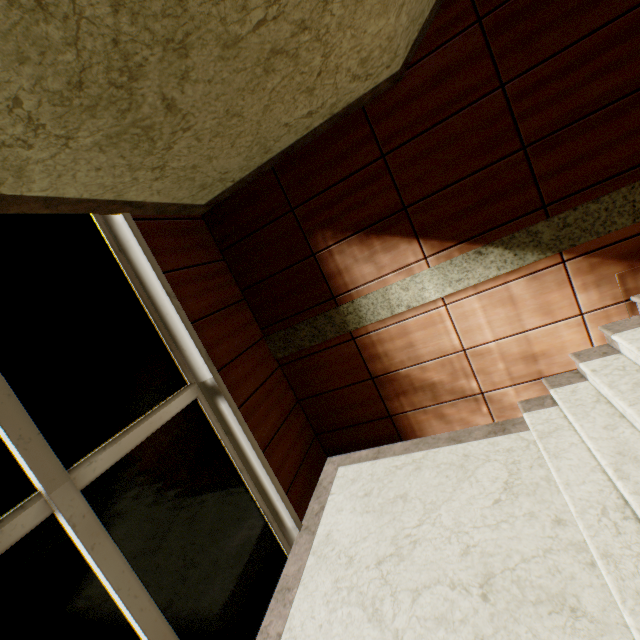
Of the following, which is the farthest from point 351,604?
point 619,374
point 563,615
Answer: point 619,374

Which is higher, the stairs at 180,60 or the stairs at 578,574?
the stairs at 180,60

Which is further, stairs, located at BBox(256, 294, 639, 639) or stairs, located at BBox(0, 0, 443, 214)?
stairs, located at BBox(256, 294, 639, 639)

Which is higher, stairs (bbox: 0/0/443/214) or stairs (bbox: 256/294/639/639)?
stairs (bbox: 0/0/443/214)

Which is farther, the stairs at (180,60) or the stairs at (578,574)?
the stairs at (578,574)
